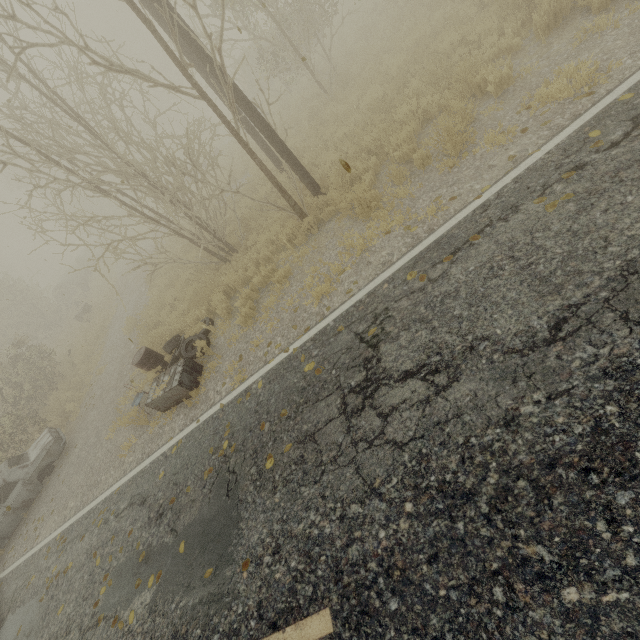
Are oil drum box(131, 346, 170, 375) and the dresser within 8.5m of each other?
yes

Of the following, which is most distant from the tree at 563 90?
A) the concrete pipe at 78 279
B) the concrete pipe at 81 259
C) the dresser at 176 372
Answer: the concrete pipe at 81 259

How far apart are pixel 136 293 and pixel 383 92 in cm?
1505

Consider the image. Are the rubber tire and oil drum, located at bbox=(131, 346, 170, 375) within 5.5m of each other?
yes

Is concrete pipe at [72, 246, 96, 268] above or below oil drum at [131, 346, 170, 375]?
above

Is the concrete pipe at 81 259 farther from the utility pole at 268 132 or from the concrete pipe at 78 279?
the utility pole at 268 132

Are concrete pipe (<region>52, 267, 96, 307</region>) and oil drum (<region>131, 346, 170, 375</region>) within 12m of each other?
no

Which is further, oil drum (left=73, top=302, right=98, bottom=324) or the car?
oil drum (left=73, top=302, right=98, bottom=324)
